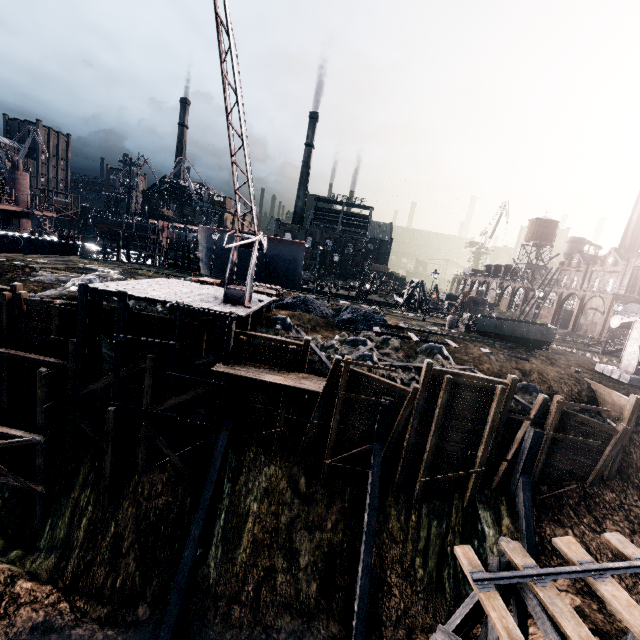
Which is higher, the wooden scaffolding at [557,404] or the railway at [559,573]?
the wooden scaffolding at [557,404]

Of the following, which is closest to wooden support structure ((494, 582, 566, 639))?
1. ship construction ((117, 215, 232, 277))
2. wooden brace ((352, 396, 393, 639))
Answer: wooden brace ((352, 396, 393, 639))

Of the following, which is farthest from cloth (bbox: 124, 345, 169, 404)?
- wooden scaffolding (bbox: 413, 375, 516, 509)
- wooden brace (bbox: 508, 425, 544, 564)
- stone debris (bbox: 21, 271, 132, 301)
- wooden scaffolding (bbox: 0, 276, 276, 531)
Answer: wooden brace (bbox: 508, 425, 544, 564)

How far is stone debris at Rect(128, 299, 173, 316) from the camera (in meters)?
21.25

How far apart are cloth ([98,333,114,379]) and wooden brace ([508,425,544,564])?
23.2m

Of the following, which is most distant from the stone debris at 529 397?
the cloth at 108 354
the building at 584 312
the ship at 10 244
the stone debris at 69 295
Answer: the ship at 10 244

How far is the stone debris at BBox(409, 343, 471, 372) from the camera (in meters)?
21.19

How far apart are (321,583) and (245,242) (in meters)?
18.90
